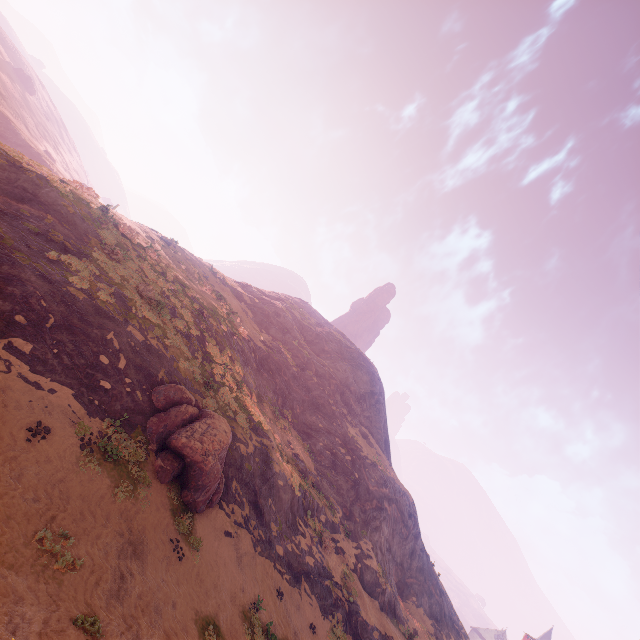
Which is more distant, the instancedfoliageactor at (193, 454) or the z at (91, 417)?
the instancedfoliageactor at (193, 454)

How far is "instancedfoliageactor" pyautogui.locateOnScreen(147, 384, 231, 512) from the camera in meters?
13.4 m

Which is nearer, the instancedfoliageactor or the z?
the z

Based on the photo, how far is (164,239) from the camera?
31.05m

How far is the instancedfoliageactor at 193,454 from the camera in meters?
13.4
